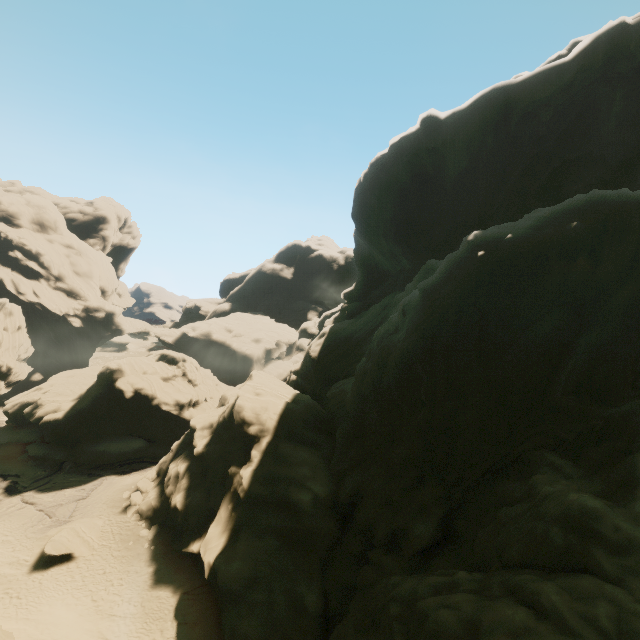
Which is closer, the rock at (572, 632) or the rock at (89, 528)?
the rock at (572, 632)

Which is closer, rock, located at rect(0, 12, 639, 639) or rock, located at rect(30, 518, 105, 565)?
rock, located at rect(0, 12, 639, 639)

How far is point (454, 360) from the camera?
18.2 meters

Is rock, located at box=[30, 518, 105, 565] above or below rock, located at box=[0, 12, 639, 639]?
below

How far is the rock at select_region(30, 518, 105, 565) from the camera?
23.3m

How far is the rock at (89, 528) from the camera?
23.3 meters
